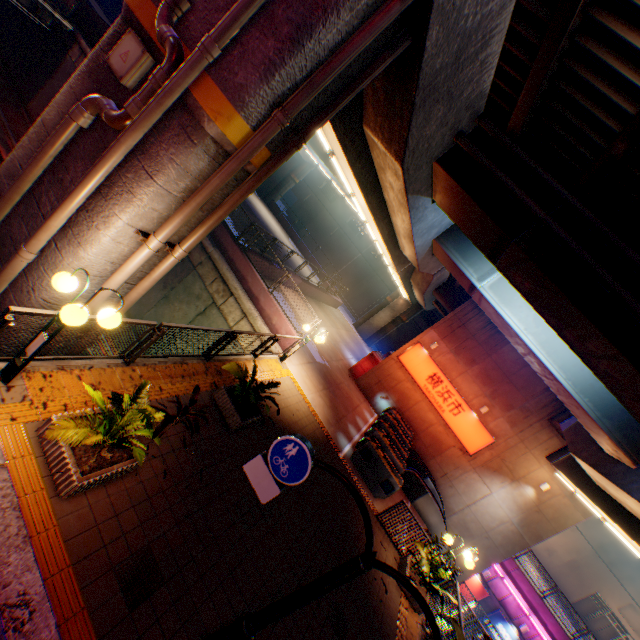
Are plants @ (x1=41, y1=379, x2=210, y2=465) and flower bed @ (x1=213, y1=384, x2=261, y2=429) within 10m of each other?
yes

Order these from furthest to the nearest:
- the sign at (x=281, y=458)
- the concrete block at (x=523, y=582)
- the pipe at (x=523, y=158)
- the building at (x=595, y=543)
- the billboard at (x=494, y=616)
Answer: the building at (x=595, y=543), the billboard at (x=494, y=616), the concrete block at (x=523, y=582), the pipe at (x=523, y=158), the sign at (x=281, y=458)

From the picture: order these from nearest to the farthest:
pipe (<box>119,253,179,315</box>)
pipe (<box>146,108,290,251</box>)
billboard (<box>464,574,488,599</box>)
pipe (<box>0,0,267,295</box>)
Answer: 1. pipe (<box>0,0,267,295</box>)
2. pipe (<box>146,108,290,251</box>)
3. pipe (<box>119,253,179,315</box>)
4. billboard (<box>464,574,488,599</box>)

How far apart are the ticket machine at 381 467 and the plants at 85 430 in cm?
1023

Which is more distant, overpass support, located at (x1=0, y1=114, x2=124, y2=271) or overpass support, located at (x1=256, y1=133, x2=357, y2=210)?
overpass support, located at (x1=256, y1=133, x2=357, y2=210)

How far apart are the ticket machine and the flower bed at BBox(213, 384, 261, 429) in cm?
695

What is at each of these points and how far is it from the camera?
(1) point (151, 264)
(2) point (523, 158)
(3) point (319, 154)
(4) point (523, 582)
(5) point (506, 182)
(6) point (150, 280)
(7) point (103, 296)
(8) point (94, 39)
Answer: (1) overpass support, 5.82m
(2) pipe, 6.40m
(3) overpass support, 26.91m
(4) concrete block, 20.27m
(5) pipe, 6.46m
(6) pipe, 5.65m
(7) pipe, 5.28m
(8) concrete block, 19.84m

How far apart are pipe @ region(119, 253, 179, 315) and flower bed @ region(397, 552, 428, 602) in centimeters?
1038cm
